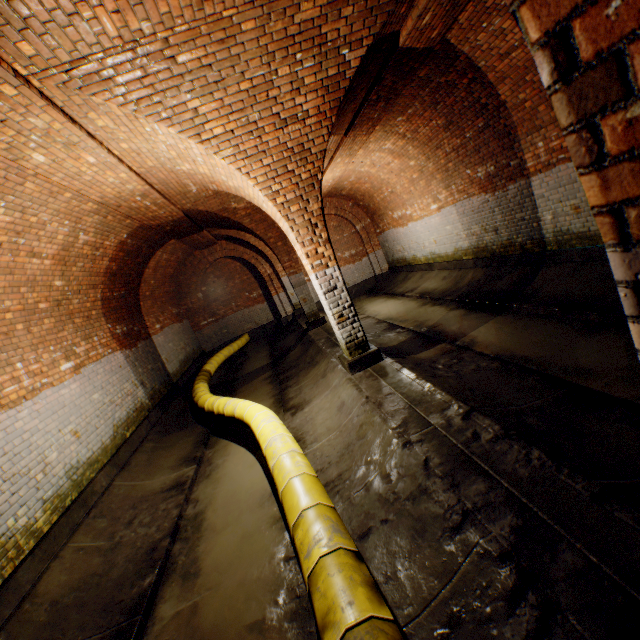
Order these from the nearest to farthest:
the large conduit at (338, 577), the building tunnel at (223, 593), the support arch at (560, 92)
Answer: the support arch at (560, 92)
the large conduit at (338, 577)
the building tunnel at (223, 593)

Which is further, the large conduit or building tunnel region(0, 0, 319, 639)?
building tunnel region(0, 0, 319, 639)

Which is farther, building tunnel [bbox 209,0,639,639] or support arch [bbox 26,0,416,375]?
support arch [bbox 26,0,416,375]

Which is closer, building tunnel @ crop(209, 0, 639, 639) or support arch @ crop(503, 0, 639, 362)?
support arch @ crop(503, 0, 639, 362)

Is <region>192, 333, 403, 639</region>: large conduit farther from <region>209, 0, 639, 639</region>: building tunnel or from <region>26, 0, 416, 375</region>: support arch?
<region>26, 0, 416, 375</region>: support arch

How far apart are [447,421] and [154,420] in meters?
6.9 m

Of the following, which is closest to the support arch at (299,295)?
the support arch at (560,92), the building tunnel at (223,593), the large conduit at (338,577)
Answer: the building tunnel at (223,593)

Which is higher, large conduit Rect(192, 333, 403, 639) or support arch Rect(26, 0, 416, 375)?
support arch Rect(26, 0, 416, 375)
